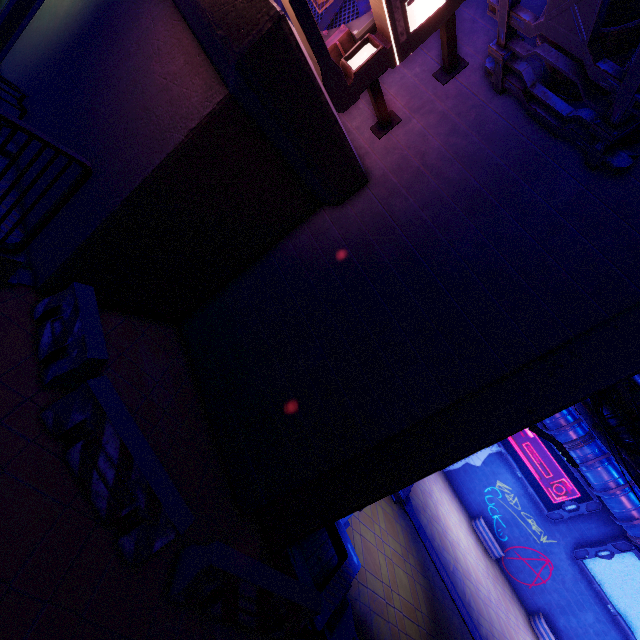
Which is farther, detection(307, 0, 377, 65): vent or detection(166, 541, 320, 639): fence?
detection(307, 0, 377, 65): vent

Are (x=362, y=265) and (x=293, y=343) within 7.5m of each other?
yes

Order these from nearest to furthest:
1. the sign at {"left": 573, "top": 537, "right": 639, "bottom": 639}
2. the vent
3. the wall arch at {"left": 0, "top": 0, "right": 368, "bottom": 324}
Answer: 1. the wall arch at {"left": 0, "top": 0, "right": 368, "bottom": 324}
2. the vent
3. the sign at {"left": 573, "top": 537, "right": 639, "bottom": 639}

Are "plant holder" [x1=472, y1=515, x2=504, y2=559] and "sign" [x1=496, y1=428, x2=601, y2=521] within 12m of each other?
yes

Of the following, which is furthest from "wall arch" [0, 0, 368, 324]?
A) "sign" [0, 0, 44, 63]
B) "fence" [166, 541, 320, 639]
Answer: "fence" [166, 541, 320, 639]

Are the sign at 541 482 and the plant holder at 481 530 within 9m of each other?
yes

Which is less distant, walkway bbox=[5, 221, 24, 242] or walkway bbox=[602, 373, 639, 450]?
walkway bbox=[5, 221, 24, 242]

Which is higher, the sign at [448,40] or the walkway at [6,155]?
the sign at [448,40]
